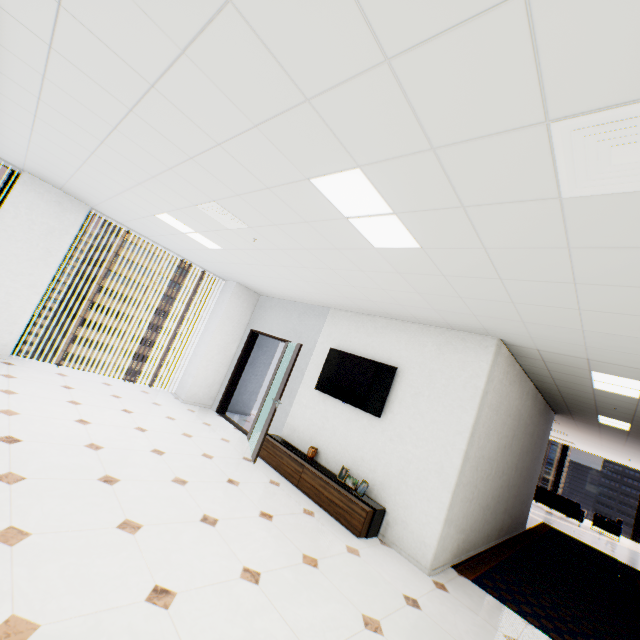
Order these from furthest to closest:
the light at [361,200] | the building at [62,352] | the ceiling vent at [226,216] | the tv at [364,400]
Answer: the building at [62,352]
the tv at [364,400]
the ceiling vent at [226,216]
the light at [361,200]

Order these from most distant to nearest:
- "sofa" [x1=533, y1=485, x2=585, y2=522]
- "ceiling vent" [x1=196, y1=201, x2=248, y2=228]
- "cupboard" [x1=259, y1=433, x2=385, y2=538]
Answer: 1. "sofa" [x1=533, y1=485, x2=585, y2=522]
2. "cupboard" [x1=259, y1=433, x2=385, y2=538]
3. "ceiling vent" [x1=196, y1=201, x2=248, y2=228]

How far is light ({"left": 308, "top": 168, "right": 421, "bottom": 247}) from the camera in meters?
2.2 m

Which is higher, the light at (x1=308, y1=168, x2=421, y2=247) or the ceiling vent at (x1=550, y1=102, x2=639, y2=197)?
the light at (x1=308, y1=168, x2=421, y2=247)

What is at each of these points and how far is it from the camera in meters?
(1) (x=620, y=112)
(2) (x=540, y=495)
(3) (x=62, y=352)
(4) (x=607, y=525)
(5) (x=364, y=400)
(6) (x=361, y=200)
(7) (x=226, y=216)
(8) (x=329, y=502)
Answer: (1) ceiling vent, 1.2
(2) sofa, 12.8
(3) building, 59.4
(4) chair, 12.2
(5) tv, 5.1
(6) light, 2.4
(7) ceiling vent, 3.7
(8) cupboard, 4.4

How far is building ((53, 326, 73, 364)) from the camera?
59.16m

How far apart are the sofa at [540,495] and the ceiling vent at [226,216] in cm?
1540

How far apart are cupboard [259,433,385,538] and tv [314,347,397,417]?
1.1m
